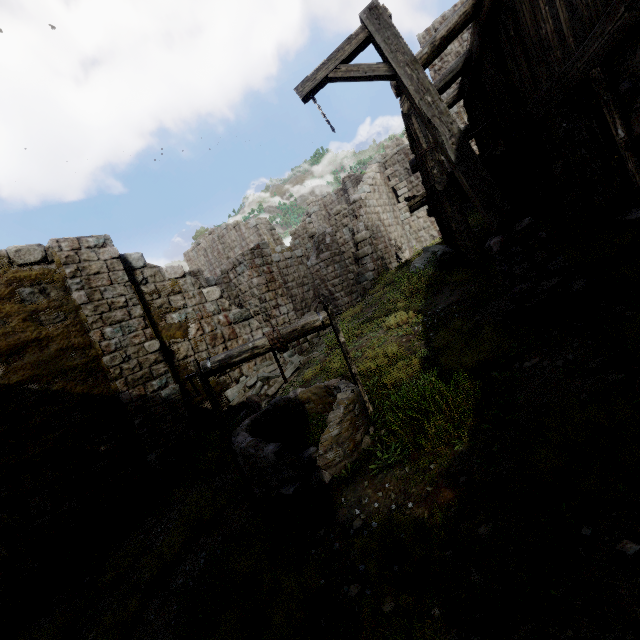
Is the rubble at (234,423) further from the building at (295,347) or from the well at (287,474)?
the well at (287,474)

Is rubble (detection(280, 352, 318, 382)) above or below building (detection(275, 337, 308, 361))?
below

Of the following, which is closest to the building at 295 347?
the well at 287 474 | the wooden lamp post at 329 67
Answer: the wooden lamp post at 329 67

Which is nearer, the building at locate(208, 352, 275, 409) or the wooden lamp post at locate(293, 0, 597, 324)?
the wooden lamp post at locate(293, 0, 597, 324)

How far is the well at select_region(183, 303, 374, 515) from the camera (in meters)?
3.89

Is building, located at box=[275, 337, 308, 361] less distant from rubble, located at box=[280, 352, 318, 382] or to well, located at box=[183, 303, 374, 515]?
rubble, located at box=[280, 352, 318, 382]

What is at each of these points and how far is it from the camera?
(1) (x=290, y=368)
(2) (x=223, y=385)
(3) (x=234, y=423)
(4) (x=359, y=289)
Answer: (1) rubble, 10.2 meters
(2) building, 10.1 meters
(3) rubble, 7.7 meters
(4) building, 16.9 meters

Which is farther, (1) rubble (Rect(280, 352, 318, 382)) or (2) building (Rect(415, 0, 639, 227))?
(1) rubble (Rect(280, 352, 318, 382))
